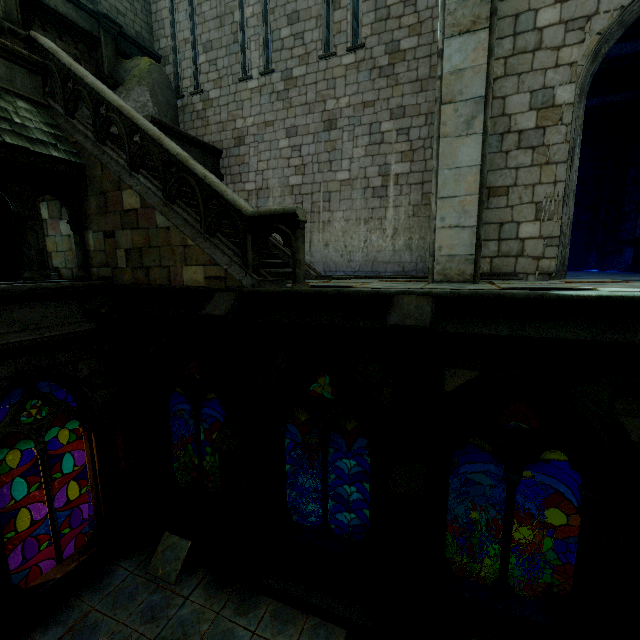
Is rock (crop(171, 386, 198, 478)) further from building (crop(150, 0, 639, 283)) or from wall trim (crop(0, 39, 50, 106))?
wall trim (crop(0, 39, 50, 106))

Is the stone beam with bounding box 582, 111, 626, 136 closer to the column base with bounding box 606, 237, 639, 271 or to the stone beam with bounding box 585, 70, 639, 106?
the stone beam with bounding box 585, 70, 639, 106

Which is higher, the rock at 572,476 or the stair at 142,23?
the stair at 142,23

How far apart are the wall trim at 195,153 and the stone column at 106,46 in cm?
252

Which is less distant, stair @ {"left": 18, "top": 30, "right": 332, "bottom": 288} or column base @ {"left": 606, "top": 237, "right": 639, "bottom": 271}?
stair @ {"left": 18, "top": 30, "right": 332, "bottom": 288}

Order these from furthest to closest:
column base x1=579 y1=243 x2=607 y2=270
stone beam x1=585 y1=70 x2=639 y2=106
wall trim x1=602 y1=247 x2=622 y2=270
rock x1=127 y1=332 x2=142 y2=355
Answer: column base x1=579 y1=243 x2=607 y2=270, wall trim x1=602 y1=247 x2=622 y2=270, stone beam x1=585 y1=70 x2=639 y2=106, rock x1=127 y1=332 x2=142 y2=355

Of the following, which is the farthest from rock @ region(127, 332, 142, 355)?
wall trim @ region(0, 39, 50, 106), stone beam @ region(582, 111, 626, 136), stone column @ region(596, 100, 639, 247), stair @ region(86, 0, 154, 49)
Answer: stair @ region(86, 0, 154, 49)

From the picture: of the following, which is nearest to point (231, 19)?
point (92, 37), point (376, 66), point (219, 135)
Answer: point (219, 135)
